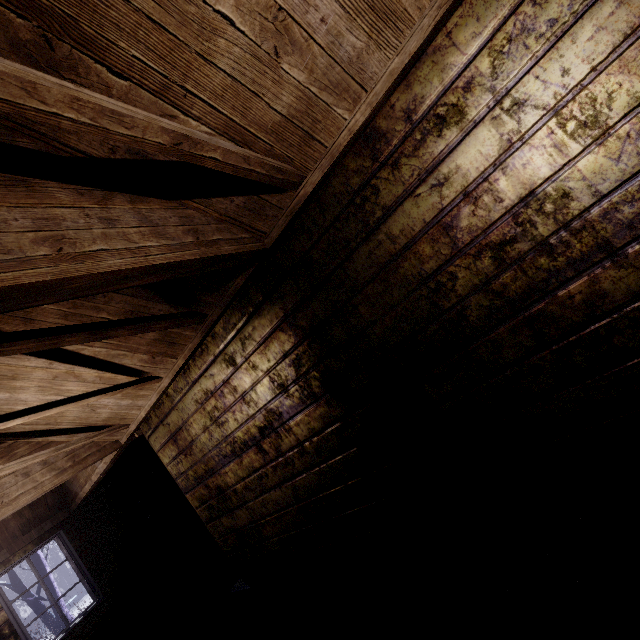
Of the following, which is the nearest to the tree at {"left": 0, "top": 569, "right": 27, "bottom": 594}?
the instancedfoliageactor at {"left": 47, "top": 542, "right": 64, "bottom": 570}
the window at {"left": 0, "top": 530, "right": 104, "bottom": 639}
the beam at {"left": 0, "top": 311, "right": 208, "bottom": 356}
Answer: the window at {"left": 0, "top": 530, "right": 104, "bottom": 639}

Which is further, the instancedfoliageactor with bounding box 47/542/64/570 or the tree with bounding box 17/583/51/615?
the instancedfoliageactor with bounding box 47/542/64/570

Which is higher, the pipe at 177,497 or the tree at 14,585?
the tree at 14,585

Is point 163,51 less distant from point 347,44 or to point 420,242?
point 347,44

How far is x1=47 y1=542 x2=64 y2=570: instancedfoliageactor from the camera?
16.2 meters

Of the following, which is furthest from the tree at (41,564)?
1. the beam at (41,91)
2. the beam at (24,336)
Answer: the beam at (41,91)

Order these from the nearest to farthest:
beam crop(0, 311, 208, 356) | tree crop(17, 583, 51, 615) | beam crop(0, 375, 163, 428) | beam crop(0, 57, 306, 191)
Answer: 1. beam crop(0, 57, 306, 191)
2. beam crop(0, 311, 208, 356)
3. beam crop(0, 375, 163, 428)
4. tree crop(17, 583, 51, 615)

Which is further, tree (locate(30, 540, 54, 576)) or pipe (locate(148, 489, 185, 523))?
tree (locate(30, 540, 54, 576))
